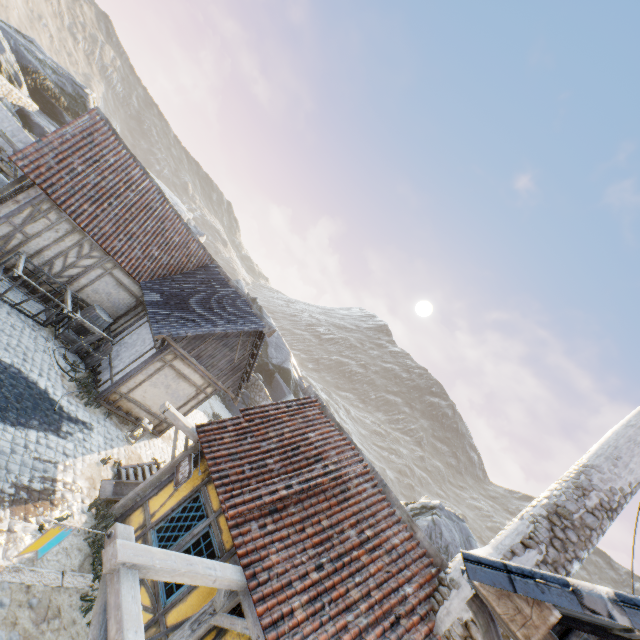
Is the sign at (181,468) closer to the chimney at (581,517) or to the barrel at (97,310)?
the chimney at (581,517)

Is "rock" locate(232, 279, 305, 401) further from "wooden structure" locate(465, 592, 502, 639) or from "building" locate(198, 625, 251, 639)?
"wooden structure" locate(465, 592, 502, 639)

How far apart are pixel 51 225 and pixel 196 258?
6.08m

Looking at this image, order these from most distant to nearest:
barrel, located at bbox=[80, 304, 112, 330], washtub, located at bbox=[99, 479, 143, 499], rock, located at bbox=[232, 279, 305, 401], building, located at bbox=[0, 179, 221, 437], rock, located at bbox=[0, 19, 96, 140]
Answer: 1. rock, located at bbox=[232, 279, 305, 401]
2. rock, located at bbox=[0, 19, 96, 140]
3. barrel, located at bbox=[80, 304, 112, 330]
4. building, located at bbox=[0, 179, 221, 437]
5. washtub, located at bbox=[99, 479, 143, 499]

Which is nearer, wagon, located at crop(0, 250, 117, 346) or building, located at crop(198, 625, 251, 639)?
building, located at crop(198, 625, 251, 639)

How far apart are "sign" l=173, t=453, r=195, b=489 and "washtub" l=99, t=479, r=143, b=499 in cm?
195

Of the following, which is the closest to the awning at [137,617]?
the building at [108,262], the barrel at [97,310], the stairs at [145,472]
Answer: the stairs at [145,472]

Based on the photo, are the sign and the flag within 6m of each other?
yes
